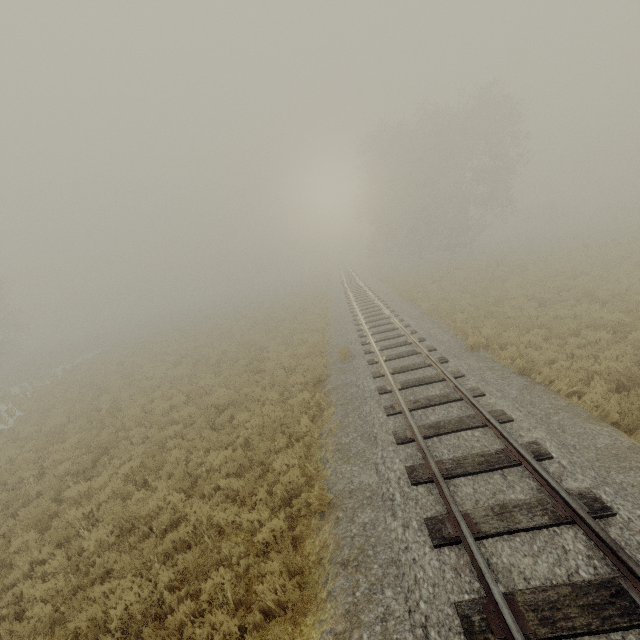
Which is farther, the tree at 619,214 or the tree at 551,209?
A: the tree at 551,209

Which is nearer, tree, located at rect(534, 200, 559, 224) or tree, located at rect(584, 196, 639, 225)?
tree, located at rect(584, 196, 639, 225)

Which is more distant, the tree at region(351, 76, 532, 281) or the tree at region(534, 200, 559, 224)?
the tree at region(534, 200, 559, 224)

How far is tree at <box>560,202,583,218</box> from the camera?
55.3m

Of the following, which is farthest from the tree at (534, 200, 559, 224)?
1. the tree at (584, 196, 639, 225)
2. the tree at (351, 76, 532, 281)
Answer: the tree at (351, 76, 532, 281)

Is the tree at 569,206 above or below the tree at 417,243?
below

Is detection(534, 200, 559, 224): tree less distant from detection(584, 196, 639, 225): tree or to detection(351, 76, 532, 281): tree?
detection(584, 196, 639, 225): tree

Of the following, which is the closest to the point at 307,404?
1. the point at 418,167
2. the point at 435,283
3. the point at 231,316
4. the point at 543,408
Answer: the point at 543,408
